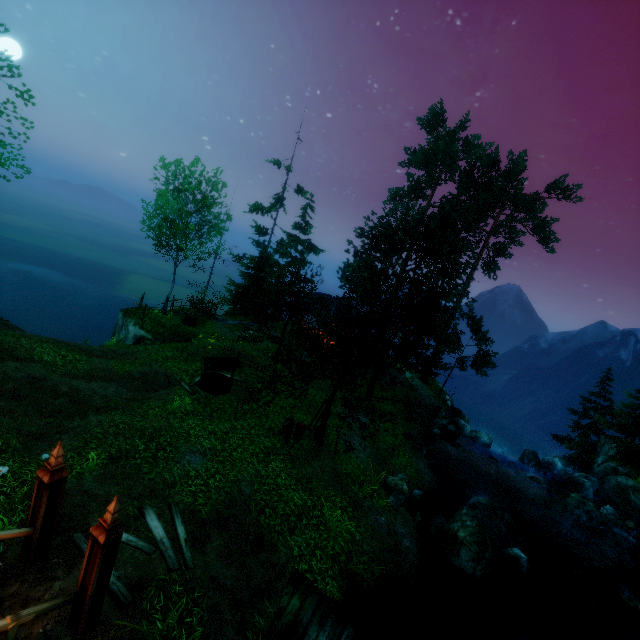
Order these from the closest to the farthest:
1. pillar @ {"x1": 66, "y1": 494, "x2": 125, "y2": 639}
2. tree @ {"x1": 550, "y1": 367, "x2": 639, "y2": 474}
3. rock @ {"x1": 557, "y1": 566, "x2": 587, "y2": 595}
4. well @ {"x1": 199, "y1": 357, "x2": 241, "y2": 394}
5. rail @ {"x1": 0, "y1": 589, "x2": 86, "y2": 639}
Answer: rail @ {"x1": 0, "y1": 589, "x2": 86, "y2": 639}, pillar @ {"x1": 66, "y1": 494, "x2": 125, "y2": 639}, rock @ {"x1": 557, "y1": 566, "x2": 587, "y2": 595}, well @ {"x1": 199, "y1": 357, "x2": 241, "y2": 394}, tree @ {"x1": 550, "y1": 367, "x2": 639, "y2": 474}

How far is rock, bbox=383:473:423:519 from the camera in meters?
12.8

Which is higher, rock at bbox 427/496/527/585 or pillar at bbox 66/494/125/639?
pillar at bbox 66/494/125/639

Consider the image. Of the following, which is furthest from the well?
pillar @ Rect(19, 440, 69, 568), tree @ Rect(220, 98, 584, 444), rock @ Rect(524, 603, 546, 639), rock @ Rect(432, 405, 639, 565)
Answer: rock @ Rect(432, 405, 639, 565)

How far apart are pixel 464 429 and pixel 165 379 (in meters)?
21.68

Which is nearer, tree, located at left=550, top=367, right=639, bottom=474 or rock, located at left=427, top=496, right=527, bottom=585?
rock, located at left=427, top=496, right=527, bottom=585

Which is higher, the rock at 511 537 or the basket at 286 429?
the basket at 286 429

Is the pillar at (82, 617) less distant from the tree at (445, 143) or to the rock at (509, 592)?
the tree at (445, 143)
